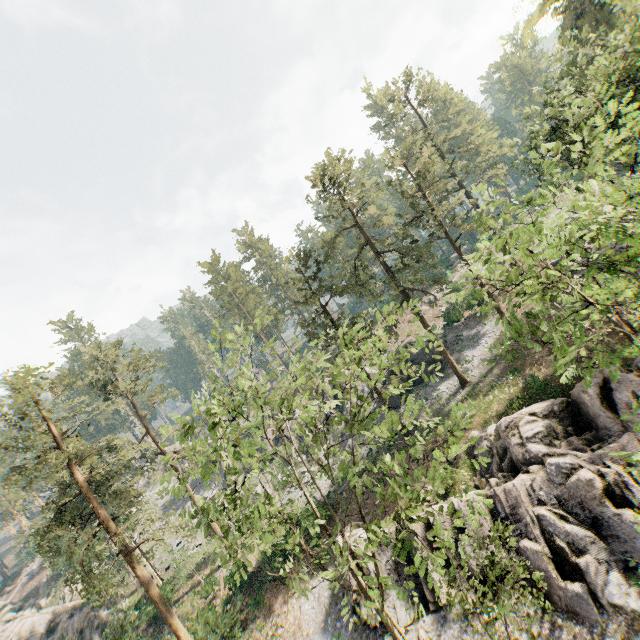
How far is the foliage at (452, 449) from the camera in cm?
893

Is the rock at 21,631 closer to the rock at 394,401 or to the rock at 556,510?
the rock at 394,401

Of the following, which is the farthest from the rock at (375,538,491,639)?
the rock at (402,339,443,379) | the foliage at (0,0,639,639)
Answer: the rock at (402,339,443,379)

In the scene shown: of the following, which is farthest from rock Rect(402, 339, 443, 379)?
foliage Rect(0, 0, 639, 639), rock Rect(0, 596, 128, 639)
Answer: rock Rect(0, 596, 128, 639)

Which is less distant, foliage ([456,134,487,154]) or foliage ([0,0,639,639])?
foliage ([0,0,639,639])

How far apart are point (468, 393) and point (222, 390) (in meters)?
25.40

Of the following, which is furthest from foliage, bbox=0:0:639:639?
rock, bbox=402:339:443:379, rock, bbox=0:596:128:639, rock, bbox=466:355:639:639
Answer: rock, bbox=0:596:128:639

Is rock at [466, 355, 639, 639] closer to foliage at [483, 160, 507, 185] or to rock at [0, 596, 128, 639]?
foliage at [483, 160, 507, 185]
